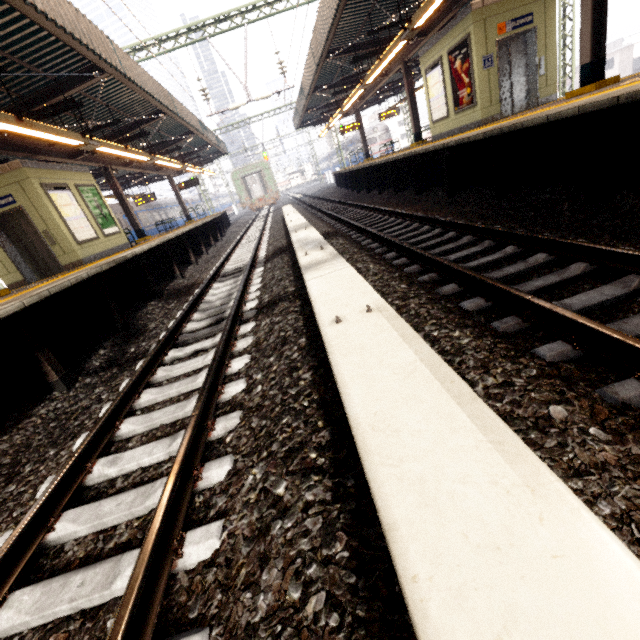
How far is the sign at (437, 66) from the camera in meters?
10.7

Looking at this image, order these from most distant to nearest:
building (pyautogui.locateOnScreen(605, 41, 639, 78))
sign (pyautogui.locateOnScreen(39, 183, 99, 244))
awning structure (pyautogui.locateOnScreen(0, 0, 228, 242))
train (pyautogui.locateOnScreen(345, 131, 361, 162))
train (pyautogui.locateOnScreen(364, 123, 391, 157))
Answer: building (pyautogui.locateOnScreen(605, 41, 639, 78)) < train (pyautogui.locateOnScreen(345, 131, 361, 162)) < train (pyautogui.locateOnScreen(364, 123, 391, 157)) < sign (pyautogui.locateOnScreen(39, 183, 99, 244)) < awning structure (pyautogui.locateOnScreen(0, 0, 228, 242))

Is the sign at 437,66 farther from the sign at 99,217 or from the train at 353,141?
the train at 353,141

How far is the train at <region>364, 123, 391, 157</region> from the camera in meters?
36.6 m

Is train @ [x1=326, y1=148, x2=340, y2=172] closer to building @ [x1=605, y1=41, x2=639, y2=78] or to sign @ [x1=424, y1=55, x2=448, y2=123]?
sign @ [x1=424, y1=55, x2=448, y2=123]

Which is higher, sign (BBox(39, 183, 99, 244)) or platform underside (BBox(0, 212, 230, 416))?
sign (BBox(39, 183, 99, 244))

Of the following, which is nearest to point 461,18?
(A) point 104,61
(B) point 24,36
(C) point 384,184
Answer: (C) point 384,184
